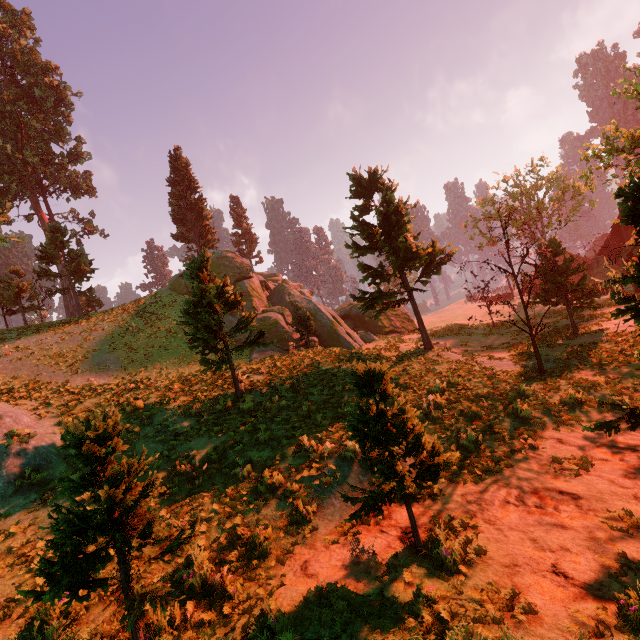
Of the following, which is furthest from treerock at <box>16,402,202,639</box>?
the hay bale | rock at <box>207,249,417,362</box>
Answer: the hay bale

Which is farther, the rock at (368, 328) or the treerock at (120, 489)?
the rock at (368, 328)

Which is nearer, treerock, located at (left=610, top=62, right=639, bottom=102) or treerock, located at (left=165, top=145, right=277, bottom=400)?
treerock, located at (left=165, top=145, right=277, bottom=400)

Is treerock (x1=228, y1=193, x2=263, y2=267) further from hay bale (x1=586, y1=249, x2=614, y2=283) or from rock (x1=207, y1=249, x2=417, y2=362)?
hay bale (x1=586, y1=249, x2=614, y2=283)

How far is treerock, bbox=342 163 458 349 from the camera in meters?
16.9

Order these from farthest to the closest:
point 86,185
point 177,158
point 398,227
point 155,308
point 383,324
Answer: point 86,185 < point 177,158 < point 383,324 < point 155,308 < point 398,227

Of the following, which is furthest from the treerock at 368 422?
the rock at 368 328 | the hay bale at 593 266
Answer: the hay bale at 593 266
